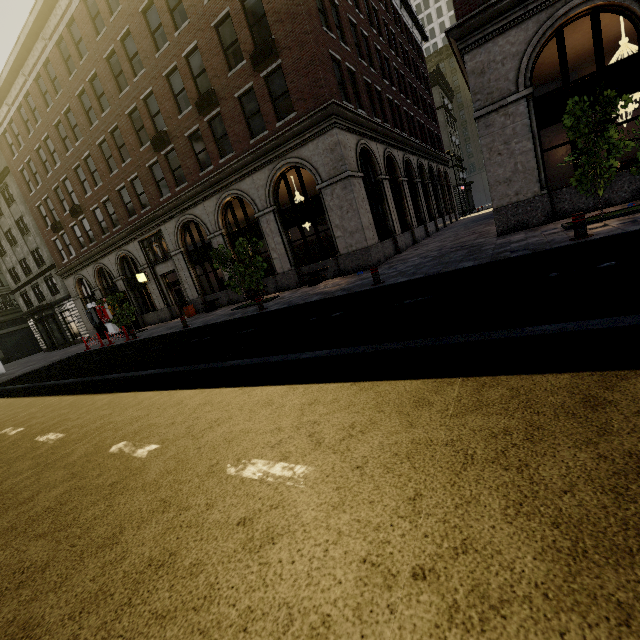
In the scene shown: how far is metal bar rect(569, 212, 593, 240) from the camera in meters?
7.1 m

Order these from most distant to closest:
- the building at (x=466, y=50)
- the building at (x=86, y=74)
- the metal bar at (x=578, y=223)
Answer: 1. the building at (x=86, y=74)
2. the building at (x=466, y=50)
3. the metal bar at (x=578, y=223)

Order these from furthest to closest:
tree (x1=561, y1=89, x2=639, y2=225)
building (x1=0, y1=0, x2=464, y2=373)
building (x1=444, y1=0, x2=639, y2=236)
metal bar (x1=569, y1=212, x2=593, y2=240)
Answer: building (x1=0, y1=0, x2=464, y2=373) → building (x1=444, y1=0, x2=639, y2=236) → tree (x1=561, y1=89, x2=639, y2=225) → metal bar (x1=569, y1=212, x2=593, y2=240)

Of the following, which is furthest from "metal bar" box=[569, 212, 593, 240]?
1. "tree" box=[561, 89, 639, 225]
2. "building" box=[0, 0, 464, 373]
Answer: "building" box=[0, 0, 464, 373]

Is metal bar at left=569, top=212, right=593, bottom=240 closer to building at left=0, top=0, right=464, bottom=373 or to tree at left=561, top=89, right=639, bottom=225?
tree at left=561, top=89, right=639, bottom=225

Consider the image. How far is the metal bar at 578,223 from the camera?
7.1m

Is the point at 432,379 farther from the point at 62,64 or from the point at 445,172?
the point at 445,172
